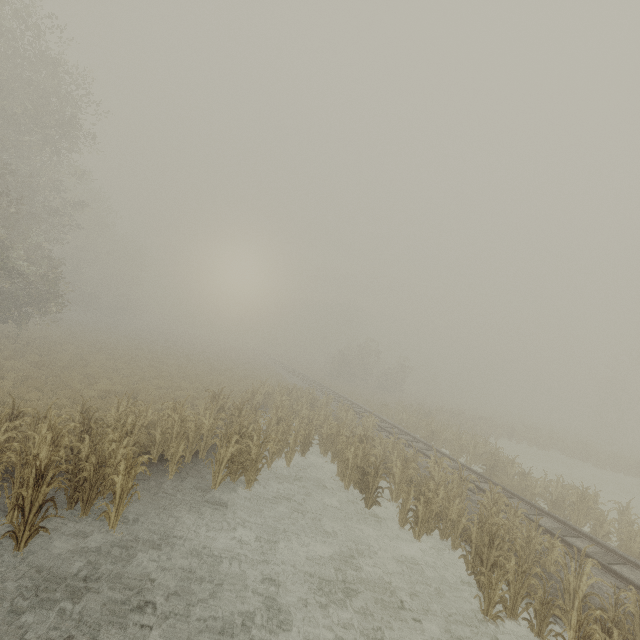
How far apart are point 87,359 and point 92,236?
23.5 meters
